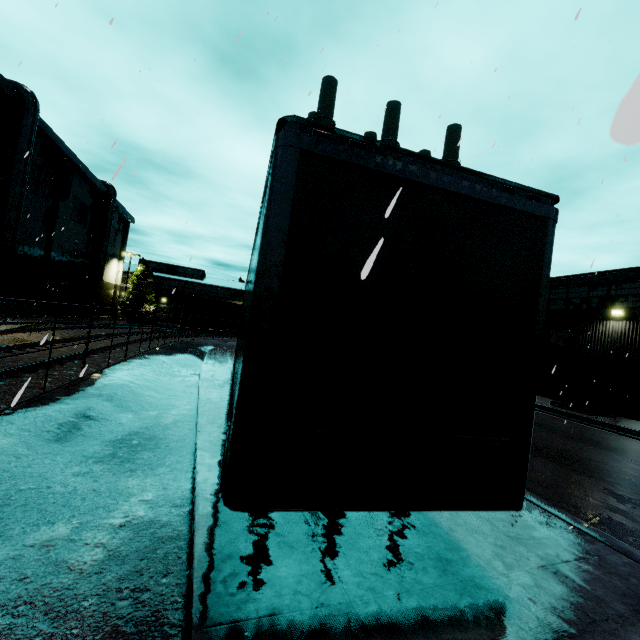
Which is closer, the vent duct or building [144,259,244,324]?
the vent duct

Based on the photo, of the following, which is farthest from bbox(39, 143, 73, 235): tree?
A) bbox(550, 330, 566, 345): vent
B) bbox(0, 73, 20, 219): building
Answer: bbox(550, 330, 566, 345): vent

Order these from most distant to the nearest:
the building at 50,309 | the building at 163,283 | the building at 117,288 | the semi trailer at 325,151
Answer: the building at 163,283 → the building at 117,288 → the building at 50,309 → the semi trailer at 325,151

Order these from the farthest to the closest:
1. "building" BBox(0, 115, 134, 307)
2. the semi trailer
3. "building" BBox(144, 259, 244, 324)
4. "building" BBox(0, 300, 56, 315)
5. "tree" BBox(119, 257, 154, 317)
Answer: "building" BBox(144, 259, 244, 324) < "tree" BBox(119, 257, 154, 317) < "building" BBox(0, 115, 134, 307) < "building" BBox(0, 300, 56, 315) < the semi trailer

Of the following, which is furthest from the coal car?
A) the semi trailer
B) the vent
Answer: the vent

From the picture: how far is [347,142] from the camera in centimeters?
249cm

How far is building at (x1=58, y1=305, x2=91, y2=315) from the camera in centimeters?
3450cm

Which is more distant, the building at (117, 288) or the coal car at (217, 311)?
the coal car at (217, 311)
